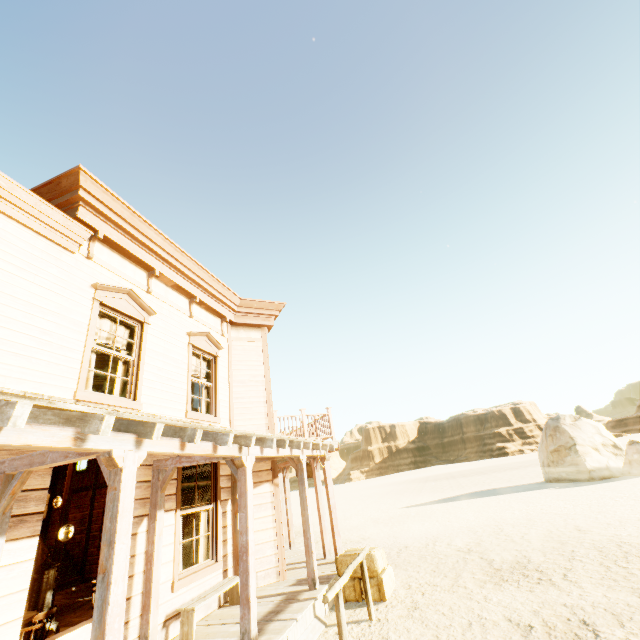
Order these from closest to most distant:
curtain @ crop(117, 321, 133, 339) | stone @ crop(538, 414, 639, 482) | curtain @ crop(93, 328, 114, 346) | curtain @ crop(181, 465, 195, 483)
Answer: curtain @ crop(93, 328, 114, 346), curtain @ crop(117, 321, 133, 339), curtain @ crop(181, 465, 195, 483), stone @ crop(538, 414, 639, 482)

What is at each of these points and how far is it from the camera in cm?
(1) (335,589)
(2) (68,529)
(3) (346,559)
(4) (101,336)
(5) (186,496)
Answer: (1) hitch post, 464
(2) lamp, 923
(3) hay bale, 717
(4) curtain, 602
(5) building, 1055

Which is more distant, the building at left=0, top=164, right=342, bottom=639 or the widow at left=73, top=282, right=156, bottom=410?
the widow at left=73, top=282, right=156, bottom=410

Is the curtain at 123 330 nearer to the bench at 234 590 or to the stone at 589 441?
the bench at 234 590

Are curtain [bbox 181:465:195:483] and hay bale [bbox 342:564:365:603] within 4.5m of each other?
yes

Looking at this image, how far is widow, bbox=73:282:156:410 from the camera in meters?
5.3 m

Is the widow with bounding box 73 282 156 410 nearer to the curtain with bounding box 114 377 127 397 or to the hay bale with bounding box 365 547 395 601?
the curtain with bounding box 114 377 127 397
